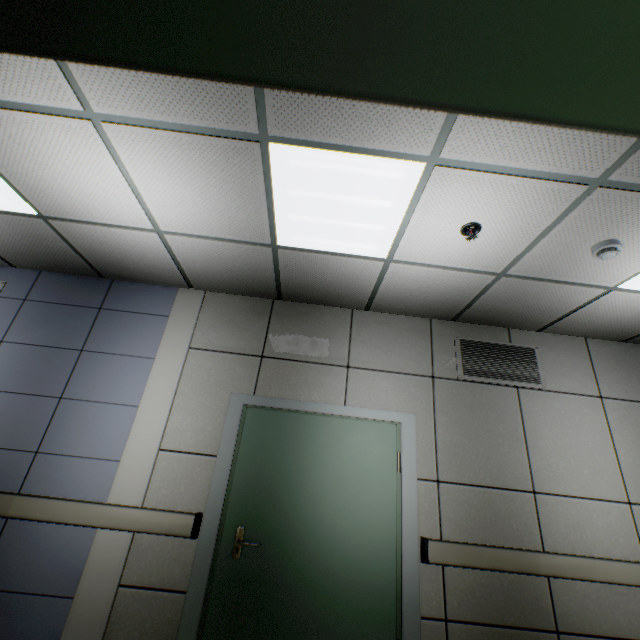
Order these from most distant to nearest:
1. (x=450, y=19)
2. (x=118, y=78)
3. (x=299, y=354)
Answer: (x=299, y=354), (x=118, y=78), (x=450, y=19)

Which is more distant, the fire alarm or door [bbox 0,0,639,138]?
the fire alarm

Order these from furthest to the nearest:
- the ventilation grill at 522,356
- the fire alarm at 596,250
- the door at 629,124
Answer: the ventilation grill at 522,356 < the fire alarm at 596,250 < the door at 629,124

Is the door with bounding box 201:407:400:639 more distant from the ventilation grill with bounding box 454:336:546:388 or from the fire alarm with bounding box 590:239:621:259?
the fire alarm with bounding box 590:239:621:259

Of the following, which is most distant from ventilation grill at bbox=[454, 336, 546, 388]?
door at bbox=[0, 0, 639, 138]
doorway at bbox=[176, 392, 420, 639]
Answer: door at bbox=[0, 0, 639, 138]

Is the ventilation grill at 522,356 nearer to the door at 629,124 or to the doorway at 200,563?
the doorway at 200,563

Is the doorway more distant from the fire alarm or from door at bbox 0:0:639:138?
door at bbox 0:0:639:138

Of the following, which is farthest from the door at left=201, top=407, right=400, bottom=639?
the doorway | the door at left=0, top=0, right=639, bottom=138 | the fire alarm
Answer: the door at left=0, top=0, right=639, bottom=138
